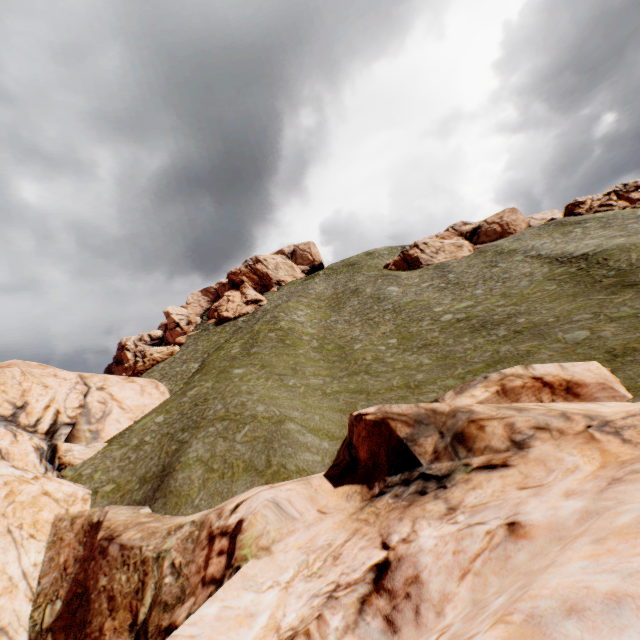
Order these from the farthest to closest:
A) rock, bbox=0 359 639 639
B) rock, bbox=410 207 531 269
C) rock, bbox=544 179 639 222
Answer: rock, bbox=410 207 531 269 < rock, bbox=544 179 639 222 < rock, bbox=0 359 639 639

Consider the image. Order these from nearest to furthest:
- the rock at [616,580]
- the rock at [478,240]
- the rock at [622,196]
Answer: the rock at [616,580] < the rock at [622,196] < the rock at [478,240]

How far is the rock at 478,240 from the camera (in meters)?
53.88

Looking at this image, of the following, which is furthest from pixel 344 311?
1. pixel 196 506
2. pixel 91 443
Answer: pixel 196 506

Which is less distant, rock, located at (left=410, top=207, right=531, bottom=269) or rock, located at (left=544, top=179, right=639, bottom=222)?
rock, located at (left=544, top=179, right=639, bottom=222)

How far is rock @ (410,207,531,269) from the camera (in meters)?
53.88

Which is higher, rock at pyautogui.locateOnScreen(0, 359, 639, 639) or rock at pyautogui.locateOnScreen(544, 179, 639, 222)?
rock at pyautogui.locateOnScreen(544, 179, 639, 222)

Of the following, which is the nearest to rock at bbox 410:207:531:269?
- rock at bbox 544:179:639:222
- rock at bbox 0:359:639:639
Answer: rock at bbox 544:179:639:222
